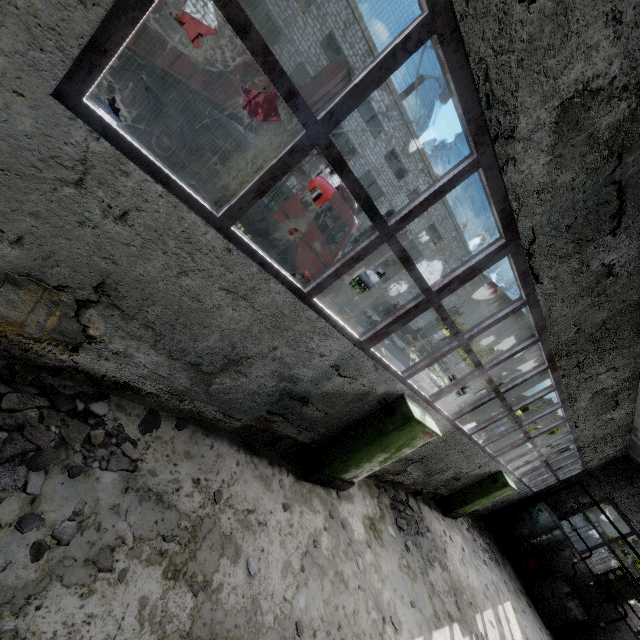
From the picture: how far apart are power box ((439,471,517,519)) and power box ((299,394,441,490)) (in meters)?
6.11

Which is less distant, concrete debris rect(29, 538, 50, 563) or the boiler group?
concrete debris rect(29, 538, 50, 563)

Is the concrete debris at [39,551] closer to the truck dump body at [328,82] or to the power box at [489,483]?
the truck dump body at [328,82]

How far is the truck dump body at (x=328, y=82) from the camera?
8.2 meters

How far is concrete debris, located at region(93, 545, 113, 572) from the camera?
2.9 meters

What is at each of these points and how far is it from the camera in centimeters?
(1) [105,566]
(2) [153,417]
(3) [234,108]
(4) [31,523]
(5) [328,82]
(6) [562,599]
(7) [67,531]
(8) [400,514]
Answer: (1) concrete debris, 299cm
(2) concrete debris, 434cm
(3) truck dump body, 880cm
(4) concrete debris, 274cm
(5) truck dump body, 833cm
(6) boiler group, 1293cm
(7) concrete debris, 291cm
(8) concrete debris, 826cm

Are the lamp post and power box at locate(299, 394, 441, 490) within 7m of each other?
yes

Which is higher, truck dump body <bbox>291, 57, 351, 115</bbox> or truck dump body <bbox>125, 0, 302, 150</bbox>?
truck dump body <bbox>291, 57, 351, 115</bbox>
